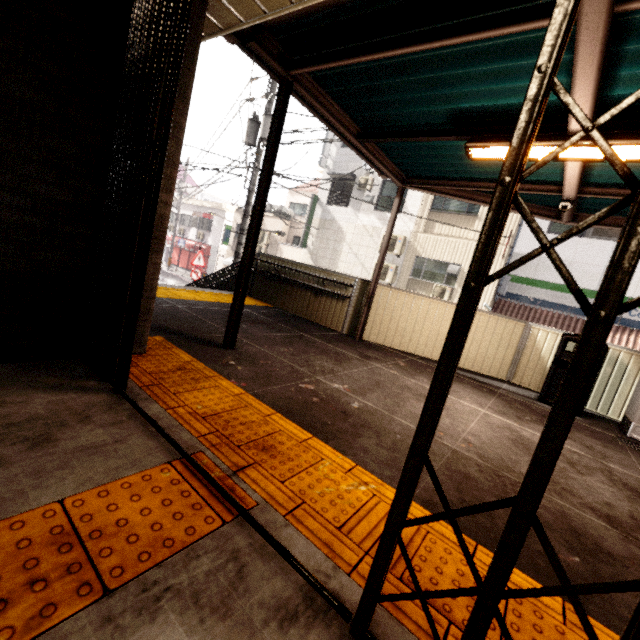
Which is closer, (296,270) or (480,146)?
(480,146)

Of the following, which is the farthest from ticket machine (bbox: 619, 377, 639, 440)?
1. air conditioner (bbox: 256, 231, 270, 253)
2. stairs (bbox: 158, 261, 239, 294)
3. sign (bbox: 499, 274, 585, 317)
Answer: air conditioner (bbox: 256, 231, 270, 253)

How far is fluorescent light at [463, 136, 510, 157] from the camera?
3.36m

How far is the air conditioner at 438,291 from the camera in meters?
13.5 m

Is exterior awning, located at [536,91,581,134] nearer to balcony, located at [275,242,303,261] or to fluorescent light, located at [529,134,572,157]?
fluorescent light, located at [529,134,572,157]

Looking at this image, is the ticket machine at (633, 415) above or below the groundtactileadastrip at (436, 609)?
above

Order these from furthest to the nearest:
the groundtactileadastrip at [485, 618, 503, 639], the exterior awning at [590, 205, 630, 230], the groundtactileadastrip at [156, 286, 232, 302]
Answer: the groundtactileadastrip at [156, 286, 232, 302] < the exterior awning at [590, 205, 630, 230] < the groundtactileadastrip at [485, 618, 503, 639]

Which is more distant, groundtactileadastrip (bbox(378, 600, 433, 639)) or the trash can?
the trash can
